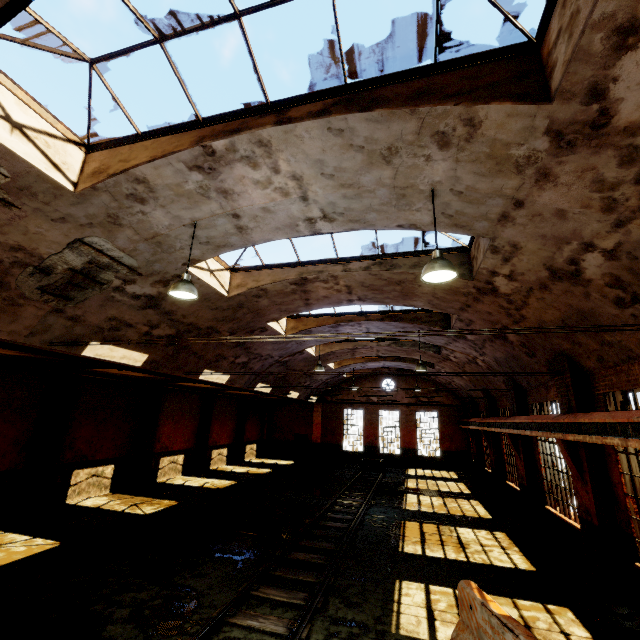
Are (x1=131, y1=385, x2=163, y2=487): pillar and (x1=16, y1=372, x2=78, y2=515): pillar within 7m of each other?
yes

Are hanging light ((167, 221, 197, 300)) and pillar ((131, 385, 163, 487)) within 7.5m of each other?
no

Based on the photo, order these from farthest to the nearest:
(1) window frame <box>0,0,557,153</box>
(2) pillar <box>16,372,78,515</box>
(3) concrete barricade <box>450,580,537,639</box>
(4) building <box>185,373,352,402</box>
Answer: (4) building <box>185,373,352,402</box> < (2) pillar <box>16,372,78,515</box> < (3) concrete barricade <box>450,580,537,639</box> < (1) window frame <box>0,0,557,153</box>

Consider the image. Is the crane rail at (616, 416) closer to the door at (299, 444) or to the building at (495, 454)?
the building at (495, 454)

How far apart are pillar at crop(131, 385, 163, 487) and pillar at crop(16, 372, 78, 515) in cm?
422

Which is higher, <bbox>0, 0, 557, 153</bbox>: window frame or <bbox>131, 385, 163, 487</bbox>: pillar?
<bbox>0, 0, 557, 153</bbox>: window frame

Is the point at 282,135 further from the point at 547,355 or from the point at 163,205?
the point at 547,355

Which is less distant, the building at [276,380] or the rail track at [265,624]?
the rail track at [265,624]
